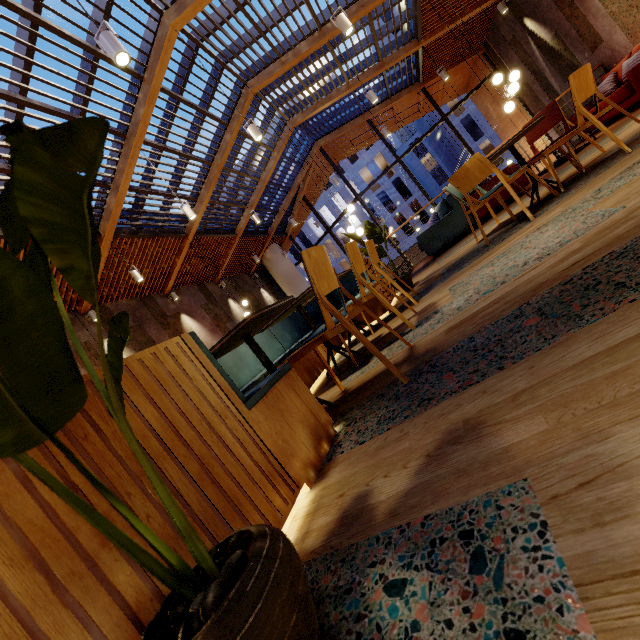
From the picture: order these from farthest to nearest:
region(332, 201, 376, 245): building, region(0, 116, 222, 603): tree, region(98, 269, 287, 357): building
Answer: region(332, 201, 376, 245): building, region(98, 269, 287, 357): building, region(0, 116, 222, 603): tree

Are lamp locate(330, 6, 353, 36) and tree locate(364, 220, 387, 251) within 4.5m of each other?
yes

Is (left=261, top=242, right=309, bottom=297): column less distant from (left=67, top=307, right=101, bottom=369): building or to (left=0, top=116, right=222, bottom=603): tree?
(left=67, top=307, right=101, bottom=369): building

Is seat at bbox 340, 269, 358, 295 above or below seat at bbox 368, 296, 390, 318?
above

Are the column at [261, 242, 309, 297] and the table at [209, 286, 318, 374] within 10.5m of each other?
no

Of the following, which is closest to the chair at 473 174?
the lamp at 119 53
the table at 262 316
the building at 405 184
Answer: the table at 262 316

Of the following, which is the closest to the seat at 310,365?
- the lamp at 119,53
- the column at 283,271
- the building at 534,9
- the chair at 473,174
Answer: the building at 534,9

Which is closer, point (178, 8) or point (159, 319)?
point (178, 8)
